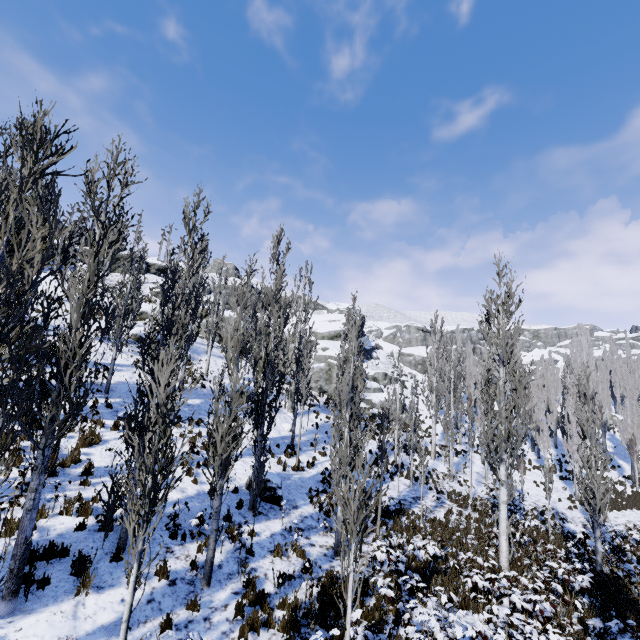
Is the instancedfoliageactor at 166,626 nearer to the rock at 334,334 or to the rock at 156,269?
the rock at 334,334

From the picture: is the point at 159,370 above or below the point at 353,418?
above

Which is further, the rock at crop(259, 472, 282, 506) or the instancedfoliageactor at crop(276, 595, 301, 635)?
the rock at crop(259, 472, 282, 506)

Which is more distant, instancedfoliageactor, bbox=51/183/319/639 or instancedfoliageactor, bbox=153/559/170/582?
instancedfoliageactor, bbox=153/559/170/582

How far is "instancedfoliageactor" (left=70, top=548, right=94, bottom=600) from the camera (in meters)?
6.49

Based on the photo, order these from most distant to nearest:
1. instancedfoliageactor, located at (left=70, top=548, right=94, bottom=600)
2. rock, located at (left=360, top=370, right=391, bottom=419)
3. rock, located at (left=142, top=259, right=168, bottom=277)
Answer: rock, located at (left=142, top=259, right=168, bottom=277)
rock, located at (left=360, top=370, right=391, bottom=419)
instancedfoliageactor, located at (left=70, top=548, right=94, bottom=600)

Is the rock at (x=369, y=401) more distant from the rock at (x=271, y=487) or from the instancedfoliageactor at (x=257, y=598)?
the rock at (x=271, y=487)

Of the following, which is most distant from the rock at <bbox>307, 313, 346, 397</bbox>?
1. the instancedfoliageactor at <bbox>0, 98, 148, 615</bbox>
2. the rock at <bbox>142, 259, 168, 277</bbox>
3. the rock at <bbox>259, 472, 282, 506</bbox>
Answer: the rock at <bbox>259, 472, 282, 506</bbox>
